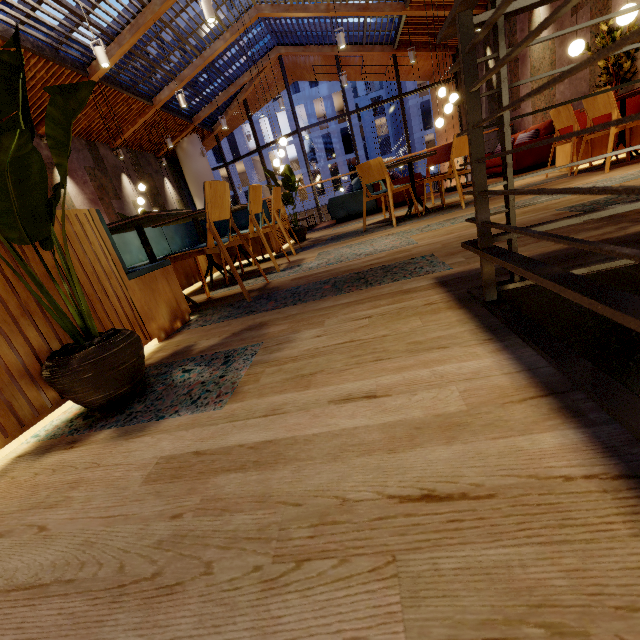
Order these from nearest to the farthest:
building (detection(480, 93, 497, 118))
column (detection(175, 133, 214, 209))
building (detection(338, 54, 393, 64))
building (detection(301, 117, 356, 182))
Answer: building (detection(480, 93, 497, 118))
building (detection(338, 54, 393, 64))
column (detection(175, 133, 214, 209))
building (detection(301, 117, 356, 182))

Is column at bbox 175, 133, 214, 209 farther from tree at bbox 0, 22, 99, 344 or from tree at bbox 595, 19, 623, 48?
tree at bbox 0, 22, 99, 344

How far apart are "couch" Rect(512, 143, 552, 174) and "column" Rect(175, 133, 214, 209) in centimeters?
1061cm

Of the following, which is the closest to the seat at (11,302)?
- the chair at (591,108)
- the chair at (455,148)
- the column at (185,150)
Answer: the chair at (455,148)

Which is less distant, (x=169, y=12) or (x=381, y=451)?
(x=381, y=451)

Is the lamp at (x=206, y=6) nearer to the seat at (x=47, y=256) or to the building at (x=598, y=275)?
the seat at (x=47, y=256)

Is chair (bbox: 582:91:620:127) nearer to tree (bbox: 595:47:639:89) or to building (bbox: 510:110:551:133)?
building (bbox: 510:110:551:133)

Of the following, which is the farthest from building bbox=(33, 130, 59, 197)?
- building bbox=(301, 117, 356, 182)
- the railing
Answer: building bbox=(301, 117, 356, 182)
